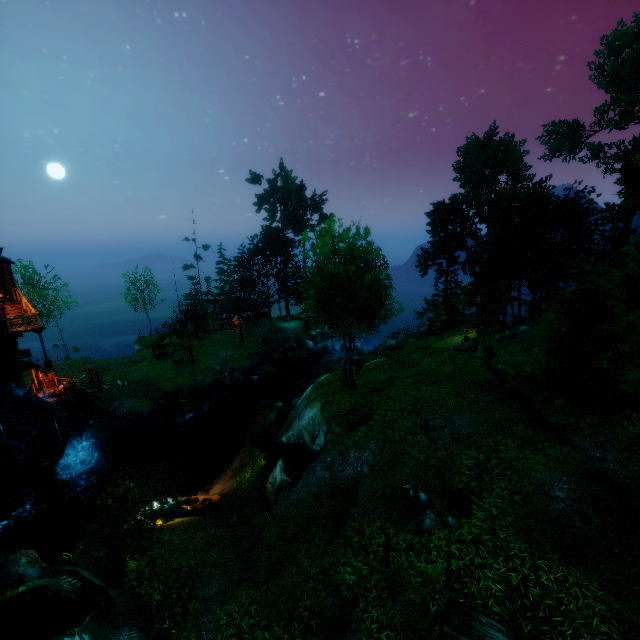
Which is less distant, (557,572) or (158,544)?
(557,572)

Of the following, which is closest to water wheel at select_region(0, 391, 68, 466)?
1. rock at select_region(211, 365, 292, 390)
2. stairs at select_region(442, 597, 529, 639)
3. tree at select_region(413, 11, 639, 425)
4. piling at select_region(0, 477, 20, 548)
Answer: piling at select_region(0, 477, 20, 548)

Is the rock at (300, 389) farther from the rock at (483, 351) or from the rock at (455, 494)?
the rock at (455, 494)

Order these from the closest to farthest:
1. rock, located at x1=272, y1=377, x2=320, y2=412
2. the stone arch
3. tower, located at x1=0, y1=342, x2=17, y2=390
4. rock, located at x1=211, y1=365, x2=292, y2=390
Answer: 1. tower, located at x1=0, y1=342, x2=17, y2=390
2. the stone arch
3. rock, located at x1=272, y1=377, x2=320, y2=412
4. rock, located at x1=211, y1=365, x2=292, y2=390

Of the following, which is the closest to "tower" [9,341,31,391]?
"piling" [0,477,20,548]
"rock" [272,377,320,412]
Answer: "piling" [0,477,20,548]

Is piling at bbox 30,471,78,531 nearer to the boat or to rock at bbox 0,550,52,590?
the boat

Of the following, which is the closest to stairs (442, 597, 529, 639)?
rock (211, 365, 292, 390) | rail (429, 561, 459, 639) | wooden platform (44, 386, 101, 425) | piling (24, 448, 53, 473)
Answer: rail (429, 561, 459, 639)

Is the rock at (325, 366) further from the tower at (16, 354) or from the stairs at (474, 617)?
the stairs at (474, 617)
